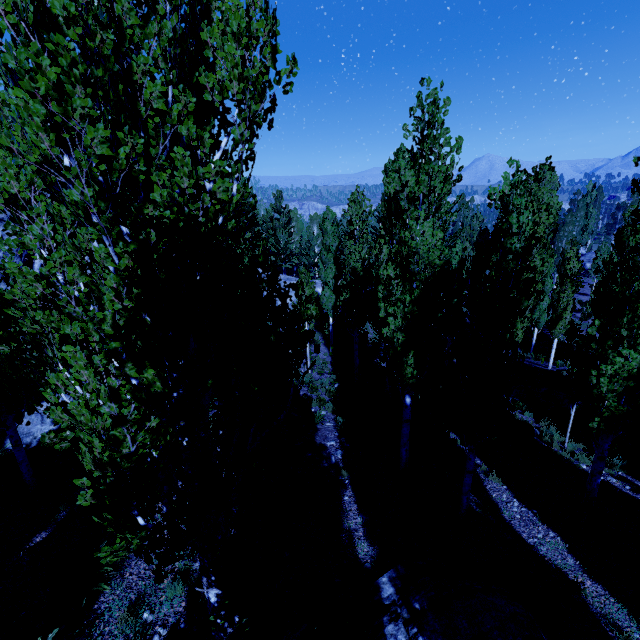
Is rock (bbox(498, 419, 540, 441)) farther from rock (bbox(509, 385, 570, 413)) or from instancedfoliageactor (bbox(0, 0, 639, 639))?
rock (bbox(509, 385, 570, 413))

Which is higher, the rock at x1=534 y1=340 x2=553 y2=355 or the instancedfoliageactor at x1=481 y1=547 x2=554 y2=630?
the instancedfoliageactor at x1=481 y1=547 x2=554 y2=630

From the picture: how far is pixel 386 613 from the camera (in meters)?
5.72

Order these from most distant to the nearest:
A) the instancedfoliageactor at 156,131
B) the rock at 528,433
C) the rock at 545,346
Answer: the rock at 545,346 → the rock at 528,433 → the instancedfoliageactor at 156,131

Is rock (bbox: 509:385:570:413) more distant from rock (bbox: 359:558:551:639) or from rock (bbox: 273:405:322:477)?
rock (bbox: 359:558:551:639)

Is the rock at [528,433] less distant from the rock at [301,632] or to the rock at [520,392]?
the rock at [520,392]

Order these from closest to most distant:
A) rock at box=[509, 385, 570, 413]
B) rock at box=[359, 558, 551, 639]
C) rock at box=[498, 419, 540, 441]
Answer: rock at box=[359, 558, 551, 639] → rock at box=[498, 419, 540, 441] → rock at box=[509, 385, 570, 413]

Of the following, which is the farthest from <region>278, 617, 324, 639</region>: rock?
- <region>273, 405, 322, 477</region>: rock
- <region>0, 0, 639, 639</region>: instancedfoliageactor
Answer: <region>273, 405, 322, 477</region>: rock
